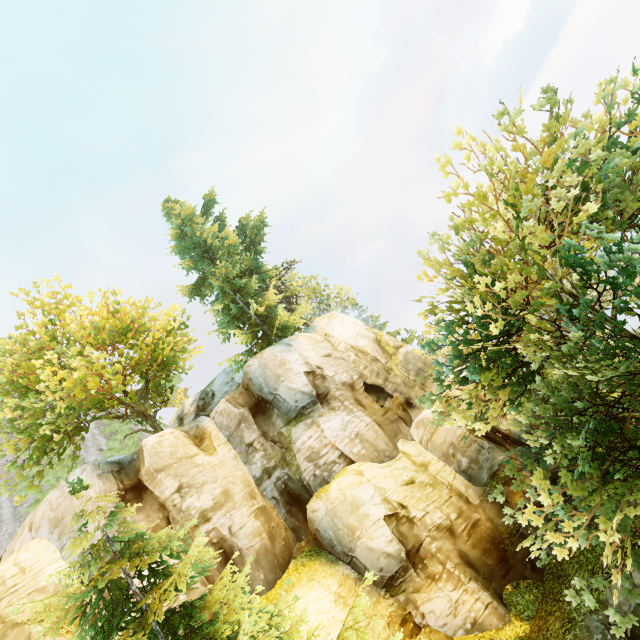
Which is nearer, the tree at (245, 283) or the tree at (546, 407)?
the tree at (546, 407)

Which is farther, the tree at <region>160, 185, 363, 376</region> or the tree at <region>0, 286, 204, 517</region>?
the tree at <region>160, 185, 363, 376</region>

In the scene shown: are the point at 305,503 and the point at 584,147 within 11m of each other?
no

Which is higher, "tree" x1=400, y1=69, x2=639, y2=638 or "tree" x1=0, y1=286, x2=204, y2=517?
"tree" x1=0, y1=286, x2=204, y2=517

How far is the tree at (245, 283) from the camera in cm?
2272
